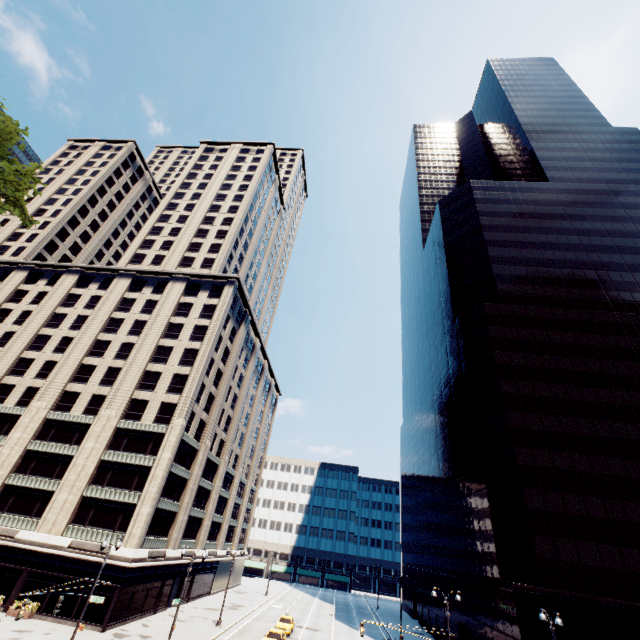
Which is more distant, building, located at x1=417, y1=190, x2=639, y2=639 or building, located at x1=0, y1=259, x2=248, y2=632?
building, located at x1=0, y1=259, x2=248, y2=632

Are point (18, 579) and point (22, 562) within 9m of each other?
yes

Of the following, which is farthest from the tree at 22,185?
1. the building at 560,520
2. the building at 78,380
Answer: the building at 560,520

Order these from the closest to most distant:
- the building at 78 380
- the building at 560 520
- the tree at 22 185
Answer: the tree at 22 185, the building at 560 520, the building at 78 380

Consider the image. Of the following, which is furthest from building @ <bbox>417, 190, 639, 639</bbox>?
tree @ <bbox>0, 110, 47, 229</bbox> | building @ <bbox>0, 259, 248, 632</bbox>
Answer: tree @ <bbox>0, 110, 47, 229</bbox>

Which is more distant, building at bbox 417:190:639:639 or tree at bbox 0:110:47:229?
building at bbox 417:190:639:639

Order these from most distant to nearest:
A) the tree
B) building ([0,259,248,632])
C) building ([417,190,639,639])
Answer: building ([0,259,248,632]) < building ([417,190,639,639]) < the tree
